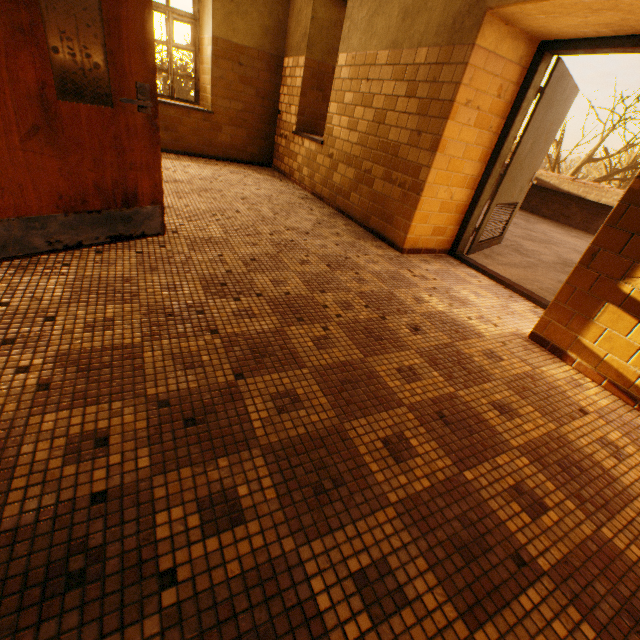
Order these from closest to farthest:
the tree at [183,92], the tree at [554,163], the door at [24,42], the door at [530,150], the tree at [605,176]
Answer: the door at [24,42]
the door at [530,150]
the tree at [554,163]
the tree at [605,176]
the tree at [183,92]

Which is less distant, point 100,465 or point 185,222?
point 100,465

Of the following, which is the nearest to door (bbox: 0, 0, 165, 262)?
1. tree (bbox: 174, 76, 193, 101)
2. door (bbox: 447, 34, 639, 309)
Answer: door (bbox: 447, 34, 639, 309)

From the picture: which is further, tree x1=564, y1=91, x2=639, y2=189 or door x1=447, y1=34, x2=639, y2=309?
tree x1=564, y1=91, x2=639, y2=189

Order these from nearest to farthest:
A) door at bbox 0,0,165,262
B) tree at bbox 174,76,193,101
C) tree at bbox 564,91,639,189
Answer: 1. door at bbox 0,0,165,262
2. tree at bbox 564,91,639,189
3. tree at bbox 174,76,193,101

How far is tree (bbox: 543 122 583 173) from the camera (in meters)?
15.15

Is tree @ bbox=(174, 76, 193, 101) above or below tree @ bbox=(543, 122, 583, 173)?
below

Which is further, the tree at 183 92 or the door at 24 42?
the tree at 183 92
